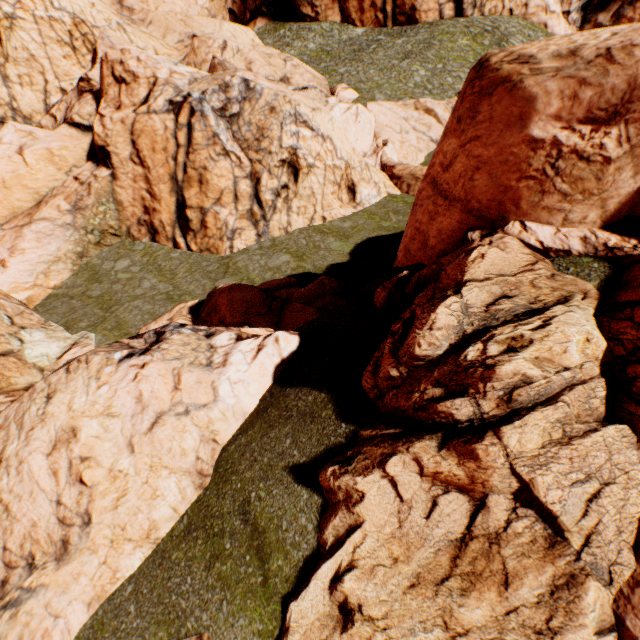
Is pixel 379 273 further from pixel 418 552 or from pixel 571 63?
pixel 418 552
